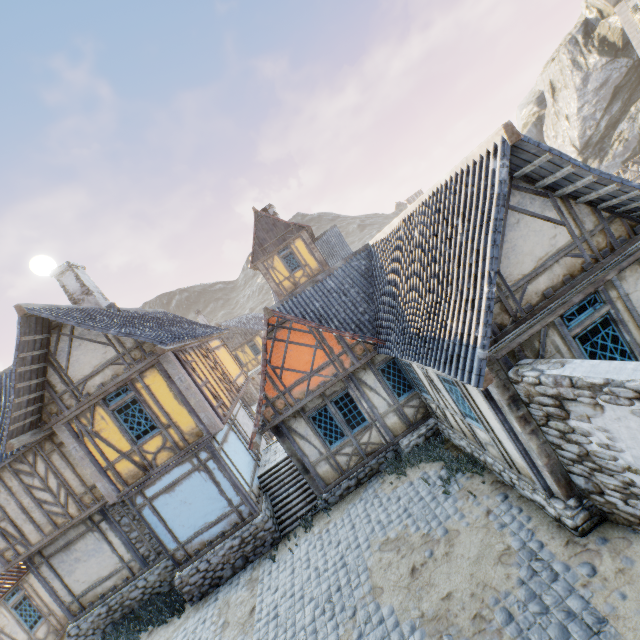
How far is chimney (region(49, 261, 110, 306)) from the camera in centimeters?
1261cm

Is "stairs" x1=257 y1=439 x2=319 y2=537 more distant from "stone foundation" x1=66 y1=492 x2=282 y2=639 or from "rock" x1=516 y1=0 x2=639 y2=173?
"rock" x1=516 y1=0 x2=639 y2=173

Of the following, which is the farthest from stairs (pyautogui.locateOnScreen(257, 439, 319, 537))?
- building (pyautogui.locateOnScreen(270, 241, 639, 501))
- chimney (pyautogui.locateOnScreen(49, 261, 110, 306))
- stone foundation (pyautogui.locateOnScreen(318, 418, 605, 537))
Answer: chimney (pyautogui.locateOnScreen(49, 261, 110, 306))

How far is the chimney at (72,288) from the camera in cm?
1261

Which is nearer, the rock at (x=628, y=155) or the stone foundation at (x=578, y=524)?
the stone foundation at (x=578, y=524)

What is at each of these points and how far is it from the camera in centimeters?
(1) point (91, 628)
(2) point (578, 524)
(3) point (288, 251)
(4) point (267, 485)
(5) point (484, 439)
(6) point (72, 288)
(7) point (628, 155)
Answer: (1) stone foundation, 1113cm
(2) stone foundation, 540cm
(3) building, 2186cm
(4) stairs, 1171cm
(5) building, 734cm
(6) chimney, 1265cm
(7) rock, 3091cm

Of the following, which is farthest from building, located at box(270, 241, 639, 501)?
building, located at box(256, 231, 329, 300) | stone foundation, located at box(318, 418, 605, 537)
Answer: building, located at box(256, 231, 329, 300)

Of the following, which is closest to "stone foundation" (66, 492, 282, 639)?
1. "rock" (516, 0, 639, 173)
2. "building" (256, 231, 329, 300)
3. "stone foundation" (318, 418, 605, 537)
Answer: "stone foundation" (318, 418, 605, 537)
